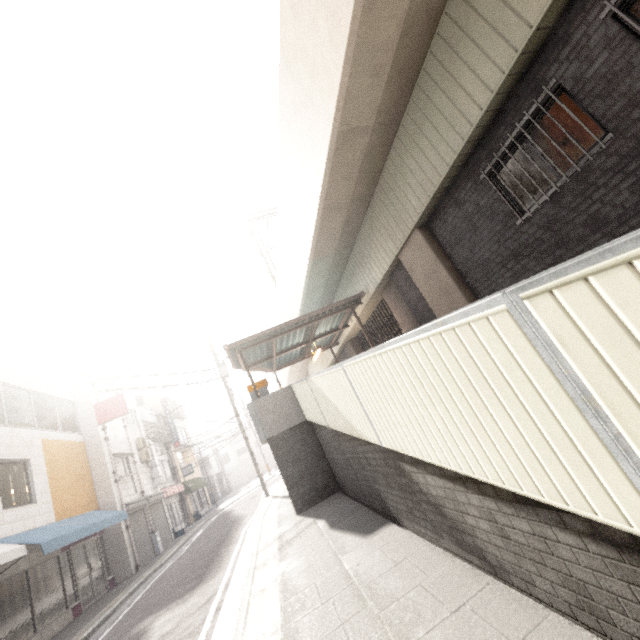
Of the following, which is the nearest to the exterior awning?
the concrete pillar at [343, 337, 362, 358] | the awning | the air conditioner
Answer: the concrete pillar at [343, 337, 362, 358]

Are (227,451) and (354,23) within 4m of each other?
no

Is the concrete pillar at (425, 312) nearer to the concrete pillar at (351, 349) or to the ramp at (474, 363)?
the ramp at (474, 363)

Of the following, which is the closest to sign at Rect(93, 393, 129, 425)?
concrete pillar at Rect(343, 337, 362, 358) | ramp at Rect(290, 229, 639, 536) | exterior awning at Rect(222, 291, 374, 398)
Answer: exterior awning at Rect(222, 291, 374, 398)

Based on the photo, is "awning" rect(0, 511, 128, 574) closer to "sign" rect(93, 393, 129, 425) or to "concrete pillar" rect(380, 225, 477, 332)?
"sign" rect(93, 393, 129, 425)

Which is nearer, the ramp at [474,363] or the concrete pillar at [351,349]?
the ramp at [474,363]

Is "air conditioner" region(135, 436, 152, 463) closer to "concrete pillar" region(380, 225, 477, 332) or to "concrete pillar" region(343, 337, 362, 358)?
"concrete pillar" region(343, 337, 362, 358)

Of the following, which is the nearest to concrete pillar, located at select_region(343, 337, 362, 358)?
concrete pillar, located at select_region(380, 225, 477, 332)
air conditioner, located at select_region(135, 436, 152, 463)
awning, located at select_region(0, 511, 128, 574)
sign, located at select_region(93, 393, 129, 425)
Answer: concrete pillar, located at select_region(380, 225, 477, 332)
